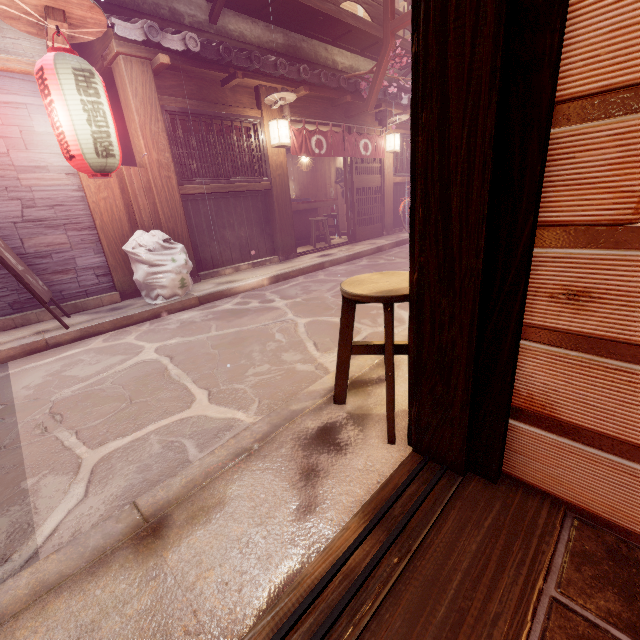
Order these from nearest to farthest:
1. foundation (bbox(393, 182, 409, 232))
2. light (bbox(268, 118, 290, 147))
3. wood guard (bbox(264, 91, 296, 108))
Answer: wood guard (bbox(264, 91, 296, 108)) → light (bbox(268, 118, 290, 147)) → foundation (bbox(393, 182, 409, 232))

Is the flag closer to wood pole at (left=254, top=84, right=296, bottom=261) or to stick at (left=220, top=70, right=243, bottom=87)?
wood pole at (left=254, top=84, right=296, bottom=261)

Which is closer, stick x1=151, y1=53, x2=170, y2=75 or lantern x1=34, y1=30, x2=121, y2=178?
lantern x1=34, y1=30, x2=121, y2=178

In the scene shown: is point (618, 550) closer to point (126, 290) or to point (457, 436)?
point (457, 436)

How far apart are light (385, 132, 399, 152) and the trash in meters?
11.7

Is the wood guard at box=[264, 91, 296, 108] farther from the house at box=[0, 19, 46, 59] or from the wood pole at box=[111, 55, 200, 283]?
the house at box=[0, 19, 46, 59]

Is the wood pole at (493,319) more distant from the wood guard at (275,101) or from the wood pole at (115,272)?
the wood guard at (275,101)

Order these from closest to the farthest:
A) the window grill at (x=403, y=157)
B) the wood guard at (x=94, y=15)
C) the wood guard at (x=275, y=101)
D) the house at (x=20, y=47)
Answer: the wood guard at (x=94, y=15) → the house at (x=20, y=47) → the wood guard at (x=275, y=101) → the window grill at (x=403, y=157)
